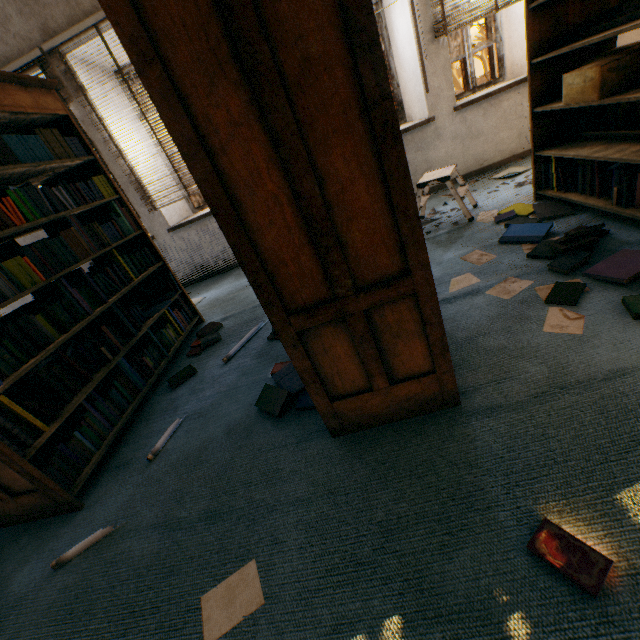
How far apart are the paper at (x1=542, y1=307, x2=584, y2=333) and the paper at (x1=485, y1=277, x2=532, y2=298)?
0.1m

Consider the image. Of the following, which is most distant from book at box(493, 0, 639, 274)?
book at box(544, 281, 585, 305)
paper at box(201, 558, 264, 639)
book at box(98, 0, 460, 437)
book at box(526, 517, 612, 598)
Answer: paper at box(201, 558, 264, 639)

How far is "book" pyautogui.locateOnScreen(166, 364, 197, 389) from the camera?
2.46m

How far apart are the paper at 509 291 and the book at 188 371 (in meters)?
2.16

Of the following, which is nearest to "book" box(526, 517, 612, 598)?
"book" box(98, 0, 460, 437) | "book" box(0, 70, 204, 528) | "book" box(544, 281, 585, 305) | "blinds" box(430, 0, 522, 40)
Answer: "book" box(98, 0, 460, 437)

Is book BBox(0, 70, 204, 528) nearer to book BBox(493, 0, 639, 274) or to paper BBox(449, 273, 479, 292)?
paper BBox(449, 273, 479, 292)

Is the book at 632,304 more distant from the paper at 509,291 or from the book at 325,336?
the book at 325,336

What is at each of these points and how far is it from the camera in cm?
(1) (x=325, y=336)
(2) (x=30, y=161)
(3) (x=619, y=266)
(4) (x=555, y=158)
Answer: (1) book, 124
(2) book, 210
(3) book, 170
(4) book, 253
